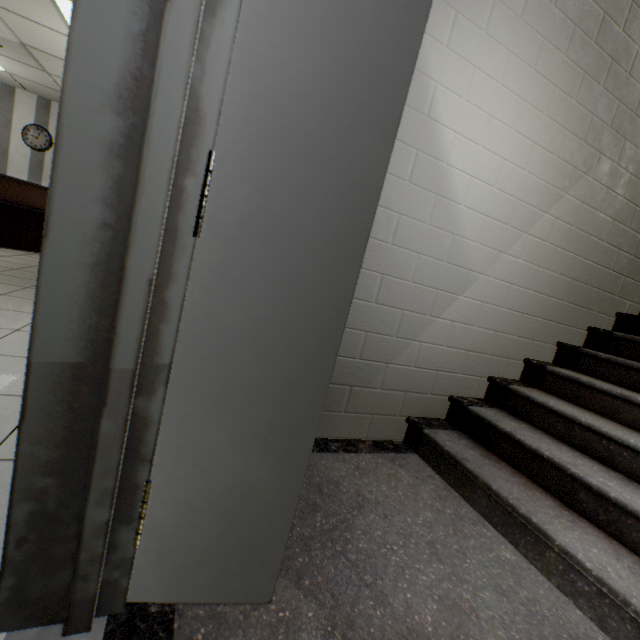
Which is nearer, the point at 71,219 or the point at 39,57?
the point at 71,219

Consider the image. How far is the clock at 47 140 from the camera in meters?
7.5 m

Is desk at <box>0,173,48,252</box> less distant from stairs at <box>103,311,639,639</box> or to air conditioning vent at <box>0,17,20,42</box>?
air conditioning vent at <box>0,17,20,42</box>

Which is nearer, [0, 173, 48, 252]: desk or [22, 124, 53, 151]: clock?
[0, 173, 48, 252]: desk

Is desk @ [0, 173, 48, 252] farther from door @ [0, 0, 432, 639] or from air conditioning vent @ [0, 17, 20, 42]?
door @ [0, 0, 432, 639]

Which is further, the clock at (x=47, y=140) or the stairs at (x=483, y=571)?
the clock at (x=47, y=140)

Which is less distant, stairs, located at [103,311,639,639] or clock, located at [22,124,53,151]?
stairs, located at [103,311,639,639]

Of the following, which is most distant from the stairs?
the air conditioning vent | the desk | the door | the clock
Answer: the clock
